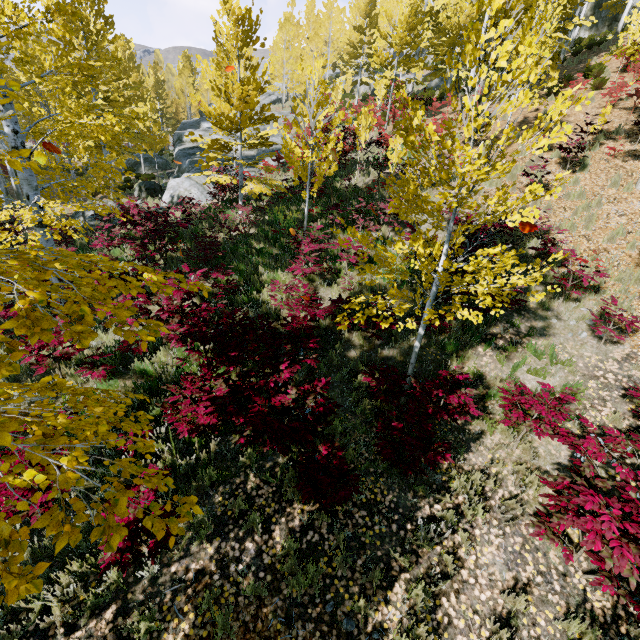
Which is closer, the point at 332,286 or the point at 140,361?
the point at 140,361

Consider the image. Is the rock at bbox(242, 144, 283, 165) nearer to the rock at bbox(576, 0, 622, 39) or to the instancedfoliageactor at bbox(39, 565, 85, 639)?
the instancedfoliageactor at bbox(39, 565, 85, 639)

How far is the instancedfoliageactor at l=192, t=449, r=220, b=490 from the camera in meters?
4.7

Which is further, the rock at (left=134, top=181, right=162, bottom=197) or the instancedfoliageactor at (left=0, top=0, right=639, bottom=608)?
the rock at (left=134, top=181, right=162, bottom=197)

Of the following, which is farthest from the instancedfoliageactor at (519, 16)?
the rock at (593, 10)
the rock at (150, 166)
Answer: the rock at (150, 166)

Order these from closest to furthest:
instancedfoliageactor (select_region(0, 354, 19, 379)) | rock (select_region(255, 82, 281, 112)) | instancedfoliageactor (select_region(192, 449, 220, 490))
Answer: instancedfoliageactor (select_region(0, 354, 19, 379)) → instancedfoliageactor (select_region(192, 449, 220, 490)) → rock (select_region(255, 82, 281, 112))

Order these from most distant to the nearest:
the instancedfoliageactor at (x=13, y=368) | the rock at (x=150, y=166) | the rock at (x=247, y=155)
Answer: the rock at (x=150, y=166) < the rock at (x=247, y=155) < the instancedfoliageactor at (x=13, y=368)

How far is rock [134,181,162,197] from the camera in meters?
18.5 m
